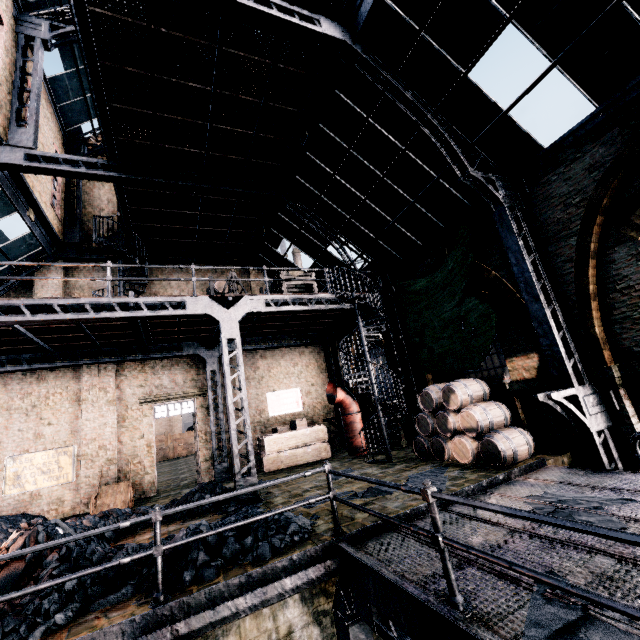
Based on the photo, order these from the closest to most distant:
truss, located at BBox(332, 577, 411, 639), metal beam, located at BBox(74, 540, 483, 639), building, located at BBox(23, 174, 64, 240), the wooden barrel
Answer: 1. metal beam, located at BBox(74, 540, 483, 639)
2. truss, located at BBox(332, 577, 411, 639)
3. the wooden barrel
4. building, located at BBox(23, 174, 64, 240)

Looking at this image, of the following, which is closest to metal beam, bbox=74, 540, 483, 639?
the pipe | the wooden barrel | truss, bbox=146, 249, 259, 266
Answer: the wooden barrel

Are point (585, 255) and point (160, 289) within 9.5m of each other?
no

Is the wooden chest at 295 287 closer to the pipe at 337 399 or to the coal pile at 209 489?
the pipe at 337 399

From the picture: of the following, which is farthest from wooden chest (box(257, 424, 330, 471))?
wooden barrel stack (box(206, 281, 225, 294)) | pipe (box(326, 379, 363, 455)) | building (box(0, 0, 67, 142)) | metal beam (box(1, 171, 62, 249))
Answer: metal beam (box(1, 171, 62, 249))

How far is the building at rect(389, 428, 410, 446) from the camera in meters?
14.3 m

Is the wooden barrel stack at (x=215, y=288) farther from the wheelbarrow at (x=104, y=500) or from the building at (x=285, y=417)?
the wheelbarrow at (x=104, y=500)
